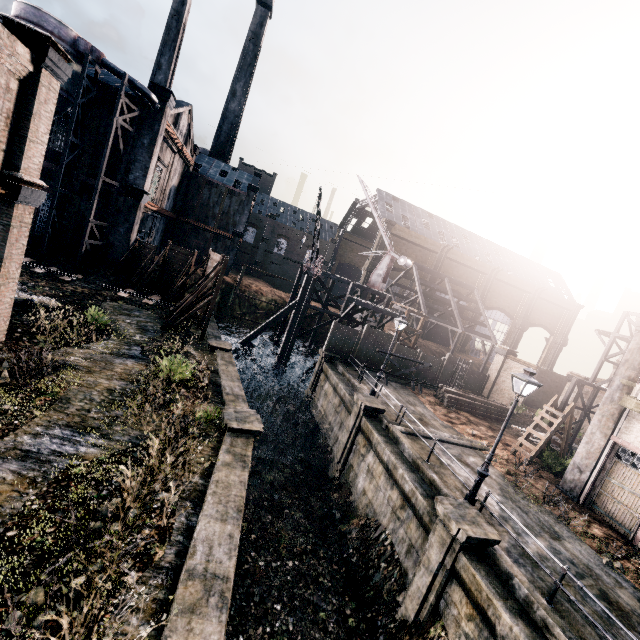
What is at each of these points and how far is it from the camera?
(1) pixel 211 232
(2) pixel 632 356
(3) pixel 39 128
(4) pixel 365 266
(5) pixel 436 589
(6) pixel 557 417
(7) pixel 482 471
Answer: (1) building, 46.3m
(2) column, 15.5m
(3) building, 11.1m
(4) building, 57.8m
(5) column, 10.6m
(6) ladder, 19.4m
(7) street light, 12.3m

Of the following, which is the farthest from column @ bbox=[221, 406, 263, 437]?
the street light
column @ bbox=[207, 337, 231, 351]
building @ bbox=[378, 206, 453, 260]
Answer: building @ bbox=[378, 206, 453, 260]

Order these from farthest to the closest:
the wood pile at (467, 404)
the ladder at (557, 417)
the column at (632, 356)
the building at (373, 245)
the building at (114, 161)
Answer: the building at (373, 245)
the building at (114, 161)
the wood pile at (467, 404)
the ladder at (557, 417)
the column at (632, 356)

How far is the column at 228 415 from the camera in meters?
12.2 m

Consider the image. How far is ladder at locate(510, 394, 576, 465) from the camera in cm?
1830

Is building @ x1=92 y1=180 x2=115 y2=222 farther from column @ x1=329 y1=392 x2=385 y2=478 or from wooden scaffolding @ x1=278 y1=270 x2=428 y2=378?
wooden scaffolding @ x1=278 y1=270 x2=428 y2=378

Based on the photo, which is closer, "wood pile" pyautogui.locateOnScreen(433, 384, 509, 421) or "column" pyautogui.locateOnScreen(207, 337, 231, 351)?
"column" pyautogui.locateOnScreen(207, 337, 231, 351)

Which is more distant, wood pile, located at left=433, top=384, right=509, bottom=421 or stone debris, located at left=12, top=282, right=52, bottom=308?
wood pile, located at left=433, top=384, right=509, bottom=421
